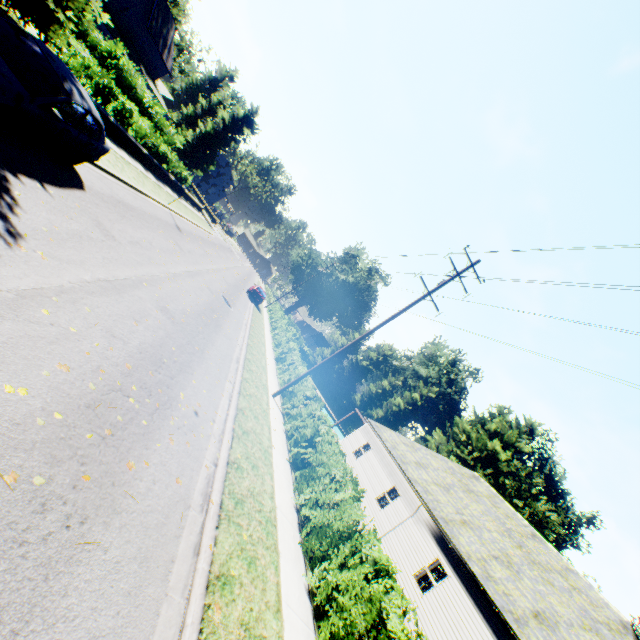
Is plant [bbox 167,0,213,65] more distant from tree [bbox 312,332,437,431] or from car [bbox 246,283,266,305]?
car [bbox 246,283,266,305]

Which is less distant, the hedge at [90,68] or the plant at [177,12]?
the hedge at [90,68]

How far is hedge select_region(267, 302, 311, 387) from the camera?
18.97m

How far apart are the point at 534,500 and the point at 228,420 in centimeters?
5134cm

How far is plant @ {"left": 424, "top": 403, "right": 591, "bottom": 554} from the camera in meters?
42.5

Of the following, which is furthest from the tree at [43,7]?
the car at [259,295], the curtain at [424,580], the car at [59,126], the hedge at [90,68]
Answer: the car at [259,295]

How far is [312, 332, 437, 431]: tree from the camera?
50.6m

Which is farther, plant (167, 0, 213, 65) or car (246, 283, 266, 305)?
plant (167, 0, 213, 65)
